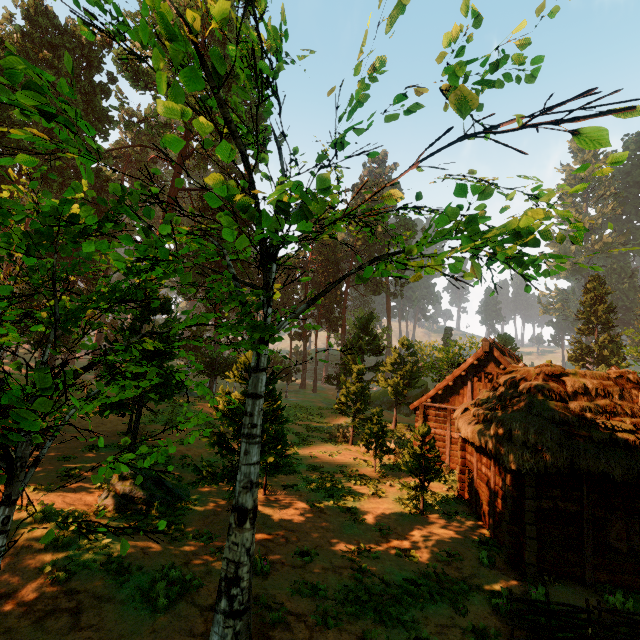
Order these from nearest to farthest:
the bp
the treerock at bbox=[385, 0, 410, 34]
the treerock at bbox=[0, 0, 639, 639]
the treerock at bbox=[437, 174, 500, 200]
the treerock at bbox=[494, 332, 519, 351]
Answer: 1. the treerock at bbox=[0, 0, 639, 639]
2. the treerock at bbox=[385, 0, 410, 34]
3. the treerock at bbox=[437, 174, 500, 200]
4. the bp
5. the treerock at bbox=[494, 332, 519, 351]

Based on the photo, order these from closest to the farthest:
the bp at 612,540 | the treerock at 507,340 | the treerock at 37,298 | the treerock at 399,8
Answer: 1. the treerock at 37,298
2. the treerock at 399,8
3. the bp at 612,540
4. the treerock at 507,340

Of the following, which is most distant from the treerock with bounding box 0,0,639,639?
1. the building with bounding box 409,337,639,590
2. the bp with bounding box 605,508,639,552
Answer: the bp with bounding box 605,508,639,552

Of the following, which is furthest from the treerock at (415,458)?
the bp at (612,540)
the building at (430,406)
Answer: the bp at (612,540)

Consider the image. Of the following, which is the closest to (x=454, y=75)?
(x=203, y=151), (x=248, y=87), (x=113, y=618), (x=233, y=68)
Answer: (x=248, y=87)

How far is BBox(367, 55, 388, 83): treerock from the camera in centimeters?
524cm

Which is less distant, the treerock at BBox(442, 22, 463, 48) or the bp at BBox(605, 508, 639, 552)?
the treerock at BBox(442, 22, 463, 48)

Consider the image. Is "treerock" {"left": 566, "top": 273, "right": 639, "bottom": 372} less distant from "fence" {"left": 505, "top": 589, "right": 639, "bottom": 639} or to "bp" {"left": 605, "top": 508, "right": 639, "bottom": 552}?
"fence" {"left": 505, "top": 589, "right": 639, "bottom": 639}
